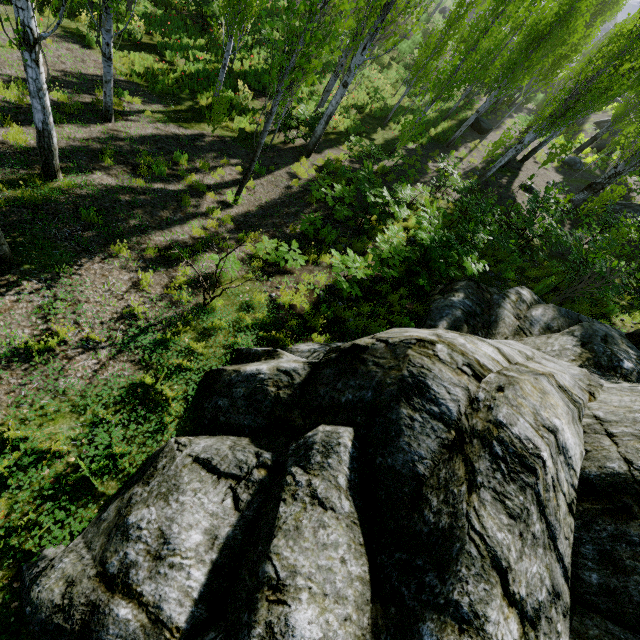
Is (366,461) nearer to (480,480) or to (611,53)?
(480,480)

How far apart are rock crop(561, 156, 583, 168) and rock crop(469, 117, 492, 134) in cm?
499

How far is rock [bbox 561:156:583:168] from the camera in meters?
22.7

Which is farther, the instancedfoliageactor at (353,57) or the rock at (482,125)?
the rock at (482,125)

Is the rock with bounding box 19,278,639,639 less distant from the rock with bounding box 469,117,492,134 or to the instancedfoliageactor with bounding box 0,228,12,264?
the instancedfoliageactor with bounding box 0,228,12,264

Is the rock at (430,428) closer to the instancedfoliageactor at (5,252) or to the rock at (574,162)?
the instancedfoliageactor at (5,252)

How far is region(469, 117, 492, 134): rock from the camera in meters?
22.9 m

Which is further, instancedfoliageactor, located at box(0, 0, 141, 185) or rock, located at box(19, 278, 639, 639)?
instancedfoliageactor, located at box(0, 0, 141, 185)
